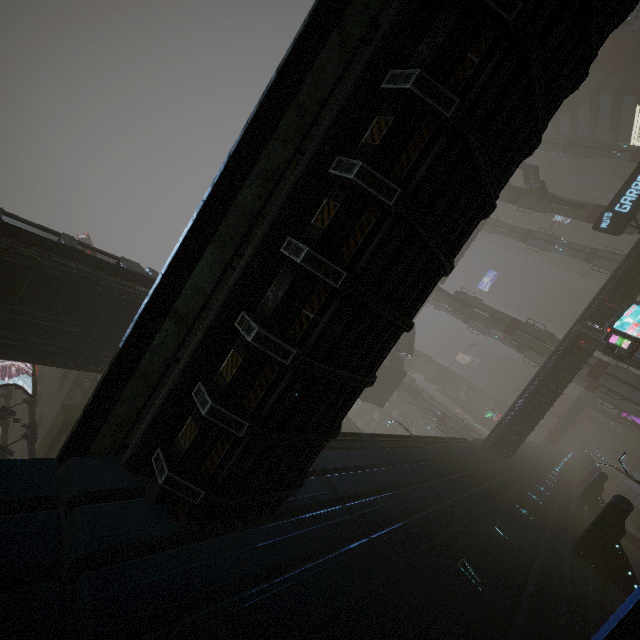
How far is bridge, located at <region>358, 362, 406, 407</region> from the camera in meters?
41.0

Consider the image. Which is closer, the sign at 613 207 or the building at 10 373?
the building at 10 373

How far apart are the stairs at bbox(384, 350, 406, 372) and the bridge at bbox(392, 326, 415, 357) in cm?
0

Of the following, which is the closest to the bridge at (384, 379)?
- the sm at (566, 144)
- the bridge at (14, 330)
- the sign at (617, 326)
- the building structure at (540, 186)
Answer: the bridge at (14, 330)

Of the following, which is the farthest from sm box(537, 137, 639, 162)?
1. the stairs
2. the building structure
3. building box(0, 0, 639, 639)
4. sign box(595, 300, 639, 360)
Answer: sign box(595, 300, 639, 360)

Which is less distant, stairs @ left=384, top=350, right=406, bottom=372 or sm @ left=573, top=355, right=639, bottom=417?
sm @ left=573, top=355, right=639, bottom=417

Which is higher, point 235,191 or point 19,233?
point 19,233

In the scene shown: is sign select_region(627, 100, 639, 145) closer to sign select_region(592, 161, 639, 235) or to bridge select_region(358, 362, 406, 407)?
bridge select_region(358, 362, 406, 407)
